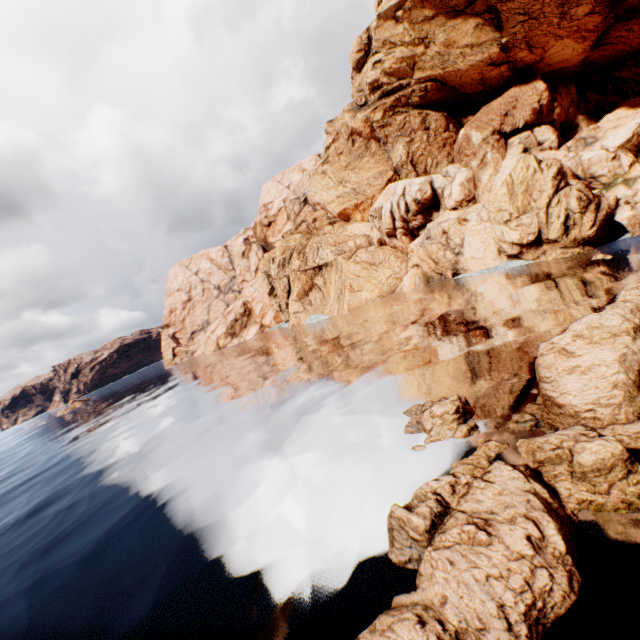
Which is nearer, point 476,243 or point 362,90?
point 476,243

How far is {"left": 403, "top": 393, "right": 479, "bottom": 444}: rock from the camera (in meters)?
10.09

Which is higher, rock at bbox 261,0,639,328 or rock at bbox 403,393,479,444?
rock at bbox 261,0,639,328

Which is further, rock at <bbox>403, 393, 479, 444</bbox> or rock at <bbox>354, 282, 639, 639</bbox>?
rock at <bbox>403, 393, 479, 444</bbox>

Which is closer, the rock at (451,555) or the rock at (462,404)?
the rock at (451,555)

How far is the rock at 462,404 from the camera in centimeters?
1009cm

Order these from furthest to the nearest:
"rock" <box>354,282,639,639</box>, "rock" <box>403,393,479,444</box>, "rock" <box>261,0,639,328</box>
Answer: "rock" <box>261,0,639,328</box>, "rock" <box>403,393,479,444</box>, "rock" <box>354,282,639,639</box>
